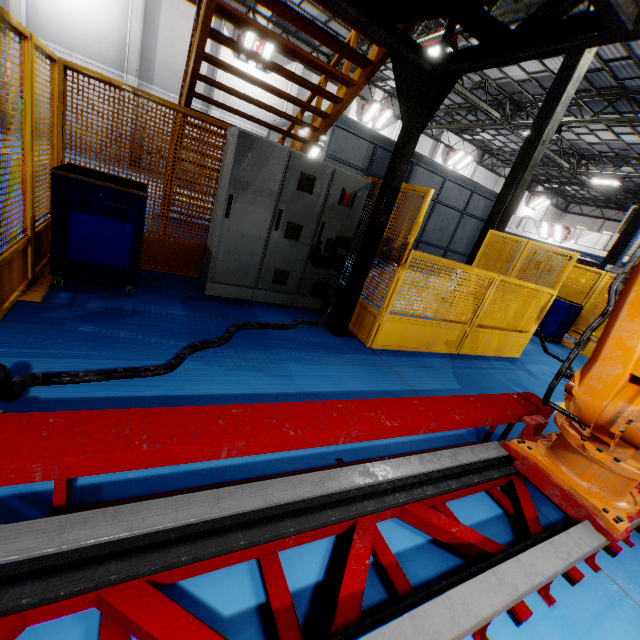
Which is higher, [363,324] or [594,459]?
[594,459]

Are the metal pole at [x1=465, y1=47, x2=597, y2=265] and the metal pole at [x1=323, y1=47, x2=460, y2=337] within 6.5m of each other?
yes

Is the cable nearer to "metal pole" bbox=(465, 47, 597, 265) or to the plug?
the plug

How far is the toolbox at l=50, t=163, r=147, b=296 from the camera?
3.2 meters

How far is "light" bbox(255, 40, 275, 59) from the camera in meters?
16.5

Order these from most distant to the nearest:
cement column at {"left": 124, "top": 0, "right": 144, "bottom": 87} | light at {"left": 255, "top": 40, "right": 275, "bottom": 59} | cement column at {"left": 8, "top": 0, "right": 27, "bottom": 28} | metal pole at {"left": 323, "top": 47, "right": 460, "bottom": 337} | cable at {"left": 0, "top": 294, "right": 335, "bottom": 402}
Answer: light at {"left": 255, "top": 40, "right": 275, "bottom": 59} → cement column at {"left": 124, "top": 0, "right": 144, "bottom": 87} → cement column at {"left": 8, "top": 0, "right": 27, "bottom": 28} → metal pole at {"left": 323, "top": 47, "right": 460, "bottom": 337} → cable at {"left": 0, "top": 294, "right": 335, "bottom": 402}

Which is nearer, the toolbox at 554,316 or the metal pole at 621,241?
the toolbox at 554,316

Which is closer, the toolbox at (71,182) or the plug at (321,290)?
the toolbox at (71,182)
